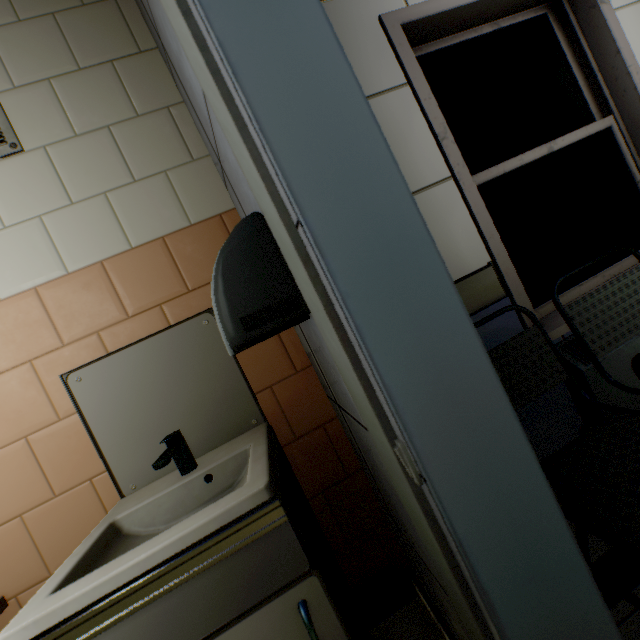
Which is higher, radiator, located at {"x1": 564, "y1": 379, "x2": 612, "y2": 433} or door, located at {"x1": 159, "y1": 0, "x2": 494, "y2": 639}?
door, located at {"x1": 159, "y1": 0, "x2": 494, "y2": 639}

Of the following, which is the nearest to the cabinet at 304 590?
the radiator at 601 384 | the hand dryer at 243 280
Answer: the hand dryer at 243 280

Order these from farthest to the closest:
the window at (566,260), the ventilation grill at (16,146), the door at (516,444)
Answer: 1. the window at (566,260)
2. the ventilation grill at (16,146)
3. the door at (516,444)

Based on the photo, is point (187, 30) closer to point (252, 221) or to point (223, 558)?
point (252, 221)

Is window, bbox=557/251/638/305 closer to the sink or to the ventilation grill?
the sink

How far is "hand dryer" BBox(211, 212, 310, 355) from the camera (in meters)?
0.77

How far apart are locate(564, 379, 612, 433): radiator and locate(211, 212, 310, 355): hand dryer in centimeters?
145cm

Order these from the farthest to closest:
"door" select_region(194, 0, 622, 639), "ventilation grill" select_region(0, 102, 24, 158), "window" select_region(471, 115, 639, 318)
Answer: "window" select_region(471, 115, 639, 318), "ventilation grill" select_region(0, 102, 24, 158), "door" select_region(194, 0, 622, 639)
